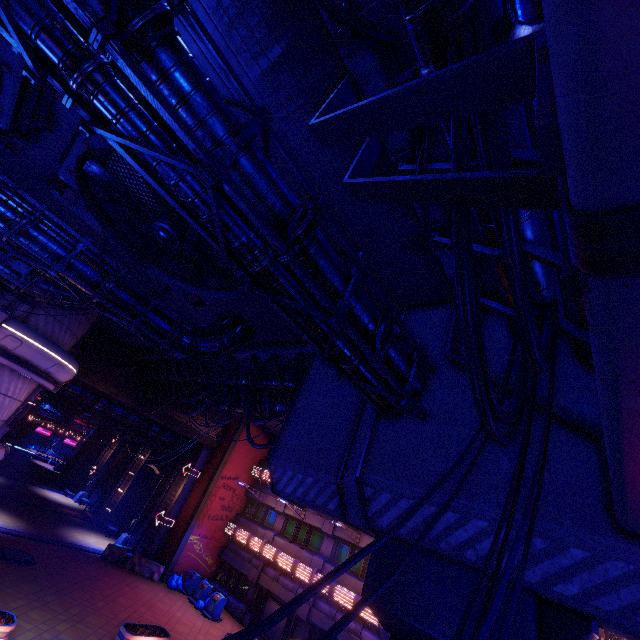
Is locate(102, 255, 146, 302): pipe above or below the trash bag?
above

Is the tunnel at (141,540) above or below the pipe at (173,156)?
below

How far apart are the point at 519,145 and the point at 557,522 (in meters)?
5.13

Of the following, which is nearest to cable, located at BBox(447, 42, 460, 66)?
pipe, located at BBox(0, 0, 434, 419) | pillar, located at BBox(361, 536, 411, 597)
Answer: pipe, located at BBox(0, 0, 434, 419)

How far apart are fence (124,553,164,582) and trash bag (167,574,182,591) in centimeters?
51cm

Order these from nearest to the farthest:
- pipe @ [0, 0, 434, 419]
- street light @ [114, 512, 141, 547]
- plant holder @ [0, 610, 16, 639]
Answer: pipe @ [0, 0, 434, 419] < plant holder @ [0, 610, 16, 639] < street light @ [114, 512, 141, 547]

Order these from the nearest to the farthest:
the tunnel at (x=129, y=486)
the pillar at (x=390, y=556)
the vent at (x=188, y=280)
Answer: the pillar at (x=390, y=556) < the vent at (x=188, y=280) < the tunnel at (x=129, y=486)

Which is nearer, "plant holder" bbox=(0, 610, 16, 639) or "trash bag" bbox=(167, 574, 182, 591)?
"plant holder" bbox=(0, 610, 16, 639)
